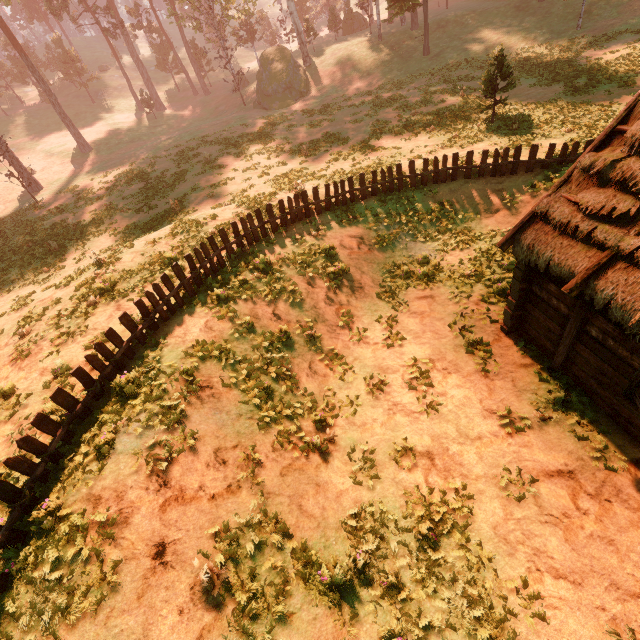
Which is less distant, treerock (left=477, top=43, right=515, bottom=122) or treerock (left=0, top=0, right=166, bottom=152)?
treerock (left=477, top=43, right=515, bottom=122)

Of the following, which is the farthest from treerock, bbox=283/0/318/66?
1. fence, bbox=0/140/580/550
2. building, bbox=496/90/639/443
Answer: fence, bbox=0/140/580/550

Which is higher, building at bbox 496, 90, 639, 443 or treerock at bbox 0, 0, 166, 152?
treerock at bbox 0, 0, 166, 152

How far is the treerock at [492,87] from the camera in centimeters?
1697cm

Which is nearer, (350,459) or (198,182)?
(350,459)

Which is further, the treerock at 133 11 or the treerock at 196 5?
the treerock at 133 11

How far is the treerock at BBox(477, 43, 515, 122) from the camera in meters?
17.0
